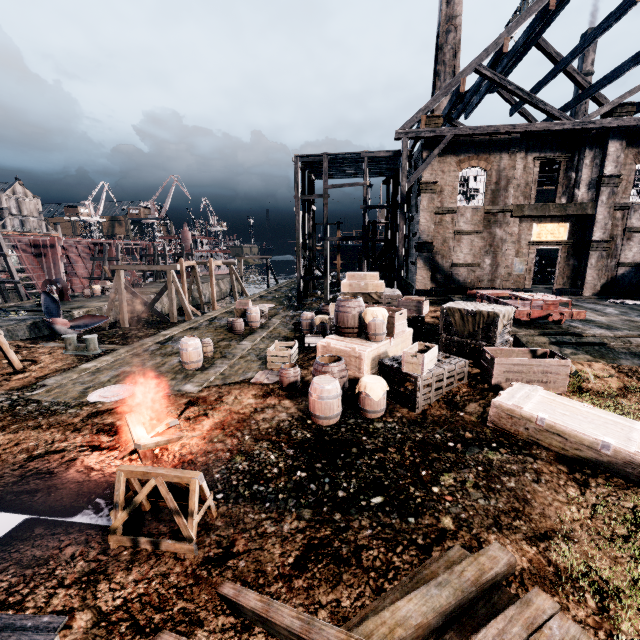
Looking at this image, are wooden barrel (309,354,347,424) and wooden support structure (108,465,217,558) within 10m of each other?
yes

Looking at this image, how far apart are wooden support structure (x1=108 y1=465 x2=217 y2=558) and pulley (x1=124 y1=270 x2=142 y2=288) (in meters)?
44.56

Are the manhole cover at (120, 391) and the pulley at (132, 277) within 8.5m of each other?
no

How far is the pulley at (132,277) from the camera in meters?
44.1 m

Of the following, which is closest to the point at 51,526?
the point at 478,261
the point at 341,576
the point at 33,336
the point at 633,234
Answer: the point at 341,576

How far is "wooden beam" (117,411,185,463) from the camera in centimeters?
776cm

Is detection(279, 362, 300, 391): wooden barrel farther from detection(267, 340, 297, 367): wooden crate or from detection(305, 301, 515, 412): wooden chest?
detection(267, 340, 297, 367): wooden crate

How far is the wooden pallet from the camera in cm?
1263
